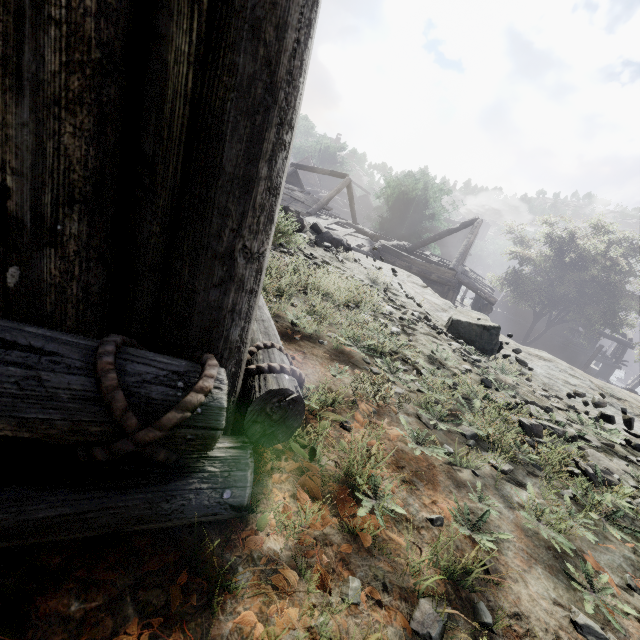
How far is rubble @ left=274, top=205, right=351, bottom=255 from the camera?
5.4m

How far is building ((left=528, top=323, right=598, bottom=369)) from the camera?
31.2 meters

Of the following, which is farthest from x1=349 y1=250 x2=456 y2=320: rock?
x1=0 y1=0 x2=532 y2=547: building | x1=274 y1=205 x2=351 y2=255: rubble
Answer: x1=274 y1=205 x2=351 y2=255: rubble

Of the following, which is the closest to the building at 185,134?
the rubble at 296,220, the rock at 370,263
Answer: the rock at 370,263

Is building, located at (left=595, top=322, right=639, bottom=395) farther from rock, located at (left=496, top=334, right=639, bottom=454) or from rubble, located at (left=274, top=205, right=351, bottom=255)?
rubble, located at (left=274, top=205, right=351, bottom=255)

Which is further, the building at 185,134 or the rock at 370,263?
the rock at 370,263

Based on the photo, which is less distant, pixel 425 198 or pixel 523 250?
pixel 523 250
